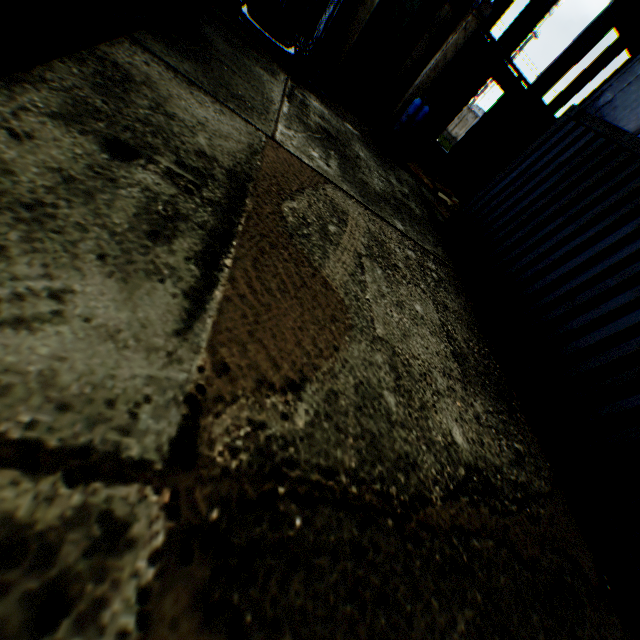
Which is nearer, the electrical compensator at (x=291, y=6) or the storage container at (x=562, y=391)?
the storage container at (x=562, y=391)

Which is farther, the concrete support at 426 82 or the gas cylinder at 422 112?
the gas cylinder at 422 112

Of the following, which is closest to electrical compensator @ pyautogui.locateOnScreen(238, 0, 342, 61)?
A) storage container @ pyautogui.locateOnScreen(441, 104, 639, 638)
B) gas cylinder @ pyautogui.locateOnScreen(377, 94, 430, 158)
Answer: gas cylinder @ pyautogui.locateOnScreen(377, 94, 430, 158)

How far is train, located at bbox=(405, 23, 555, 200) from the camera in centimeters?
984cm

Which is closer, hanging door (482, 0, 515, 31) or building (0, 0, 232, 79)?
building (0, 0, 232, 79)

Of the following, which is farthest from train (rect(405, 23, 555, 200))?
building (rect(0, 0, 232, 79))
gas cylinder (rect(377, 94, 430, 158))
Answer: gas cylinder (rect(377, 94, 430, 158))

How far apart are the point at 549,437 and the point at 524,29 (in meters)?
23.39

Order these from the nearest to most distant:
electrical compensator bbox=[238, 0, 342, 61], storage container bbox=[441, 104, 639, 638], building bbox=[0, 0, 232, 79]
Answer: building bbox=[0, 0, 232, 79] → storage container bbox=[441, 104, 639, 638] → electrical compensator bbox=[238, 0, 342, 61]
